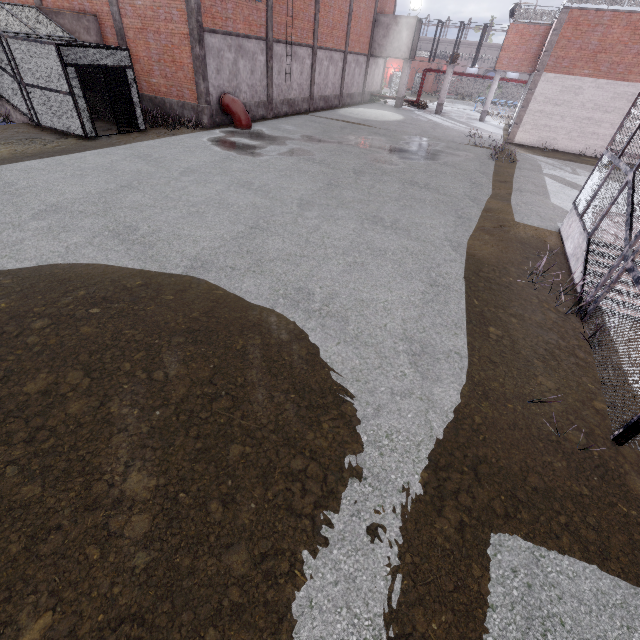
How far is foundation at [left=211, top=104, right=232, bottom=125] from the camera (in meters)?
17.36

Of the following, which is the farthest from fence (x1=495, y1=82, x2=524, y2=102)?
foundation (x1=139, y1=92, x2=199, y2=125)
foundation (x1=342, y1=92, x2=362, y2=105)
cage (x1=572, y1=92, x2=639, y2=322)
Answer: foundation (x1=139, y1=92, x2=199, y2=125)

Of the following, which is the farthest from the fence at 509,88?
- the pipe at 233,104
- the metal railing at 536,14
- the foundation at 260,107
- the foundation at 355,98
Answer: the pipe at 233,104

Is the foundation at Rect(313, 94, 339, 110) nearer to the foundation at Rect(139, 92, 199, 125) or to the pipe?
the pipe

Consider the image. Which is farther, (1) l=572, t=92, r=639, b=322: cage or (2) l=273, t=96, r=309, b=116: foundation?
(2) l=273, t=96, r=309, b=116: foundation

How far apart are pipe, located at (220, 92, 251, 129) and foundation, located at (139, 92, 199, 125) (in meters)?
1.13

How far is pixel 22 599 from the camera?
2.6 meters

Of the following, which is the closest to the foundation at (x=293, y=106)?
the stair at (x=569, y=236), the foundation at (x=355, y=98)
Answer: the foundation at (x=355, y=98)
